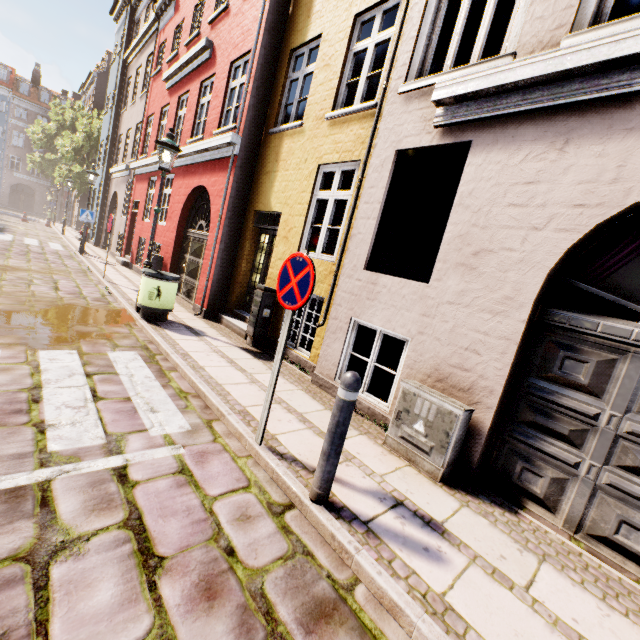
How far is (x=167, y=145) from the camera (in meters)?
6.41

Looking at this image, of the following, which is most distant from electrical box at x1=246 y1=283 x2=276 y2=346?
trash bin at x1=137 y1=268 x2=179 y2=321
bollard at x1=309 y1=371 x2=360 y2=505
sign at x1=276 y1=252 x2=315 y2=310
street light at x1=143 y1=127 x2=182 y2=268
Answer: bollard at x1=309 y1=371 x2=360 y2=505

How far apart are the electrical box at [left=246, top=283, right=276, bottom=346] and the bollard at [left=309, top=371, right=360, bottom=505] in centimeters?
420cm

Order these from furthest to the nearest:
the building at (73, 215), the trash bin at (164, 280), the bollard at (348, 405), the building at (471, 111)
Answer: the building at (73, 215) < the trash bin at (164, 280) < the building at (471, 111) < the bollard at (348, 405)

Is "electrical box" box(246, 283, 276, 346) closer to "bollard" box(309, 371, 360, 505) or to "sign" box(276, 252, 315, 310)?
"sign" box(276, 252, 315, 310)

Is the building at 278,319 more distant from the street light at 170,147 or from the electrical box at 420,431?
the street light at 170,147

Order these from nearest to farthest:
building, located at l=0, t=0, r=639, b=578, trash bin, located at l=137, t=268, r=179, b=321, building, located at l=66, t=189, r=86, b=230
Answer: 1. building, located at l=0, t=0, r=639, b=578
2. trash bin, located at l=137, t=268, r=179, b=321
3. building, located at l=66, t=189, r=86, b=230

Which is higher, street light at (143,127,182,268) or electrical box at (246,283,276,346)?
street light at (143,127,182,268)
